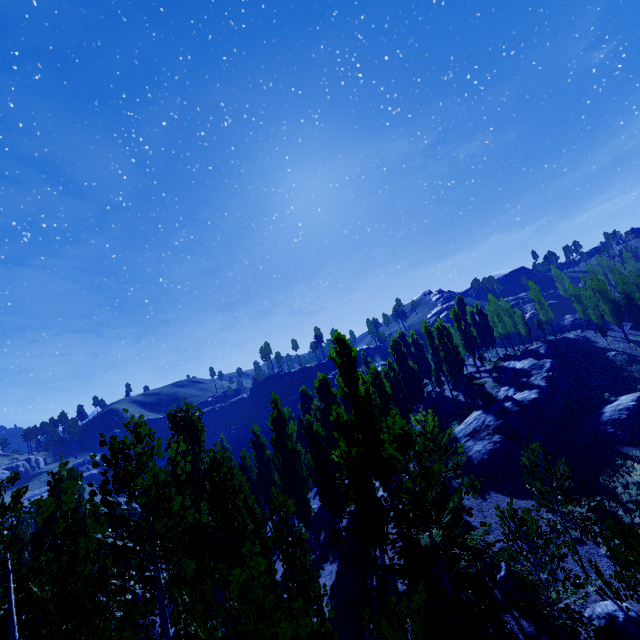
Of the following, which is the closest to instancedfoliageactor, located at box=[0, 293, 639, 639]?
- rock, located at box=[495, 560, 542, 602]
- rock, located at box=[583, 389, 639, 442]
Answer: rock, located at box=[495, 560, 542, 602]

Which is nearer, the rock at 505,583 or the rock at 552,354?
the rock at 505,583

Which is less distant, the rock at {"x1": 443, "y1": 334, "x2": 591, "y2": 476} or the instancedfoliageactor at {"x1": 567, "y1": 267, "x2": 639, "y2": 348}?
the rock at {"x1": 443, "y1": 334, "x2": 591, "y2": 476}

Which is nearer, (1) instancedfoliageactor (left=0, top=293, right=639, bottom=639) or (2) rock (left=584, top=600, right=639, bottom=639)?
(1) instancedfoliageactor (left=0, top=293, right=639, bottom=639)

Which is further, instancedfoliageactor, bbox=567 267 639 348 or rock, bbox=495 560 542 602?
instancedfoliageactor, bbox=567 267 639 348

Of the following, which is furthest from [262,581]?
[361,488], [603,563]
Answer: [603,563]

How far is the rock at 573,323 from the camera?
55.7 meters

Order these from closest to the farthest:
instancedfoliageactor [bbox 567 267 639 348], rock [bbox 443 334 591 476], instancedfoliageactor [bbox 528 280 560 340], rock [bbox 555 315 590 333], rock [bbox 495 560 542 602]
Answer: rock [bbox 495 560 542 602] < rock [bbox 443 334 591 476] < instancedfoliageactor [bbox 567 267 639 348] < instancedfoliageactor [bbox 528 280 560 340] < rock [bbox 555 315 590 333]
